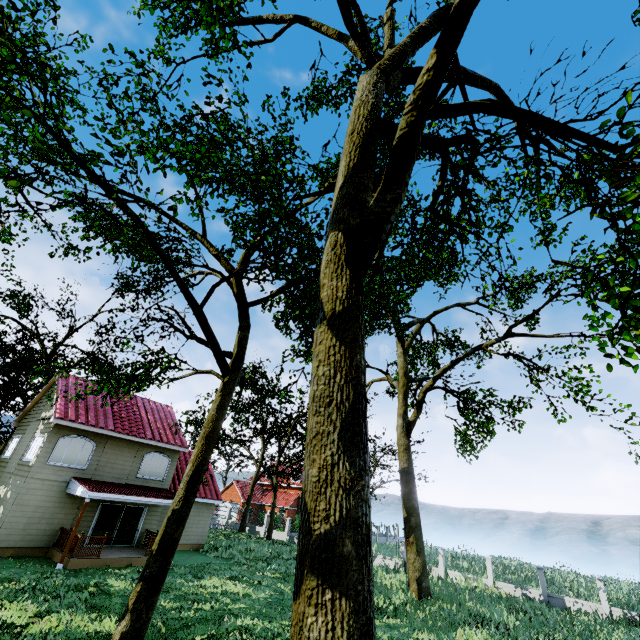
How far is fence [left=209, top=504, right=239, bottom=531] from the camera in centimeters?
3638cm

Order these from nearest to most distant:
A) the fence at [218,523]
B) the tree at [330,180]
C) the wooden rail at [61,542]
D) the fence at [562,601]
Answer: the tree at [330,180] → the wooden rail at [61,542] → the fence at [562,601] → the fence at [218,523]

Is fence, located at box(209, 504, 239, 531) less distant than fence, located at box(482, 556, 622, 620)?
No

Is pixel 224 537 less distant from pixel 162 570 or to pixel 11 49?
pixel 162 570

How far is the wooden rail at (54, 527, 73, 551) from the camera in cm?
1620

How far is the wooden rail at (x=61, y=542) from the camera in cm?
1620

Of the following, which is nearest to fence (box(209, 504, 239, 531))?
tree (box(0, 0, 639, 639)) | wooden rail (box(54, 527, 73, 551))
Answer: tree (box(0, 0, 639, 639))

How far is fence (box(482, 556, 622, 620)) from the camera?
18.9m
